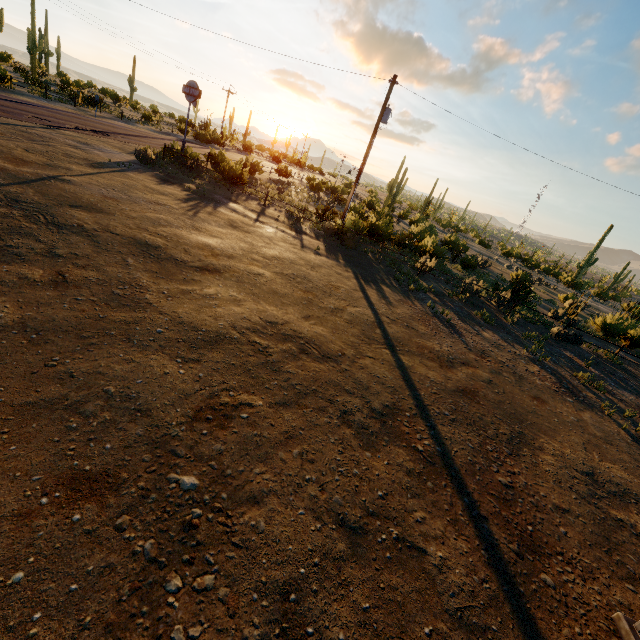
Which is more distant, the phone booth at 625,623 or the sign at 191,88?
the sign at 191,88

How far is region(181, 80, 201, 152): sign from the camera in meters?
19.3 m

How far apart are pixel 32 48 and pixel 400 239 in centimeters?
4308cm

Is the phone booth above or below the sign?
below

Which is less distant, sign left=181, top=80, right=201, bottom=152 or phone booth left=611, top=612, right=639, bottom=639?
phone booth left=611, top=612, right=639, bottom=639

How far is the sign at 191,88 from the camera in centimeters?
1933cm
